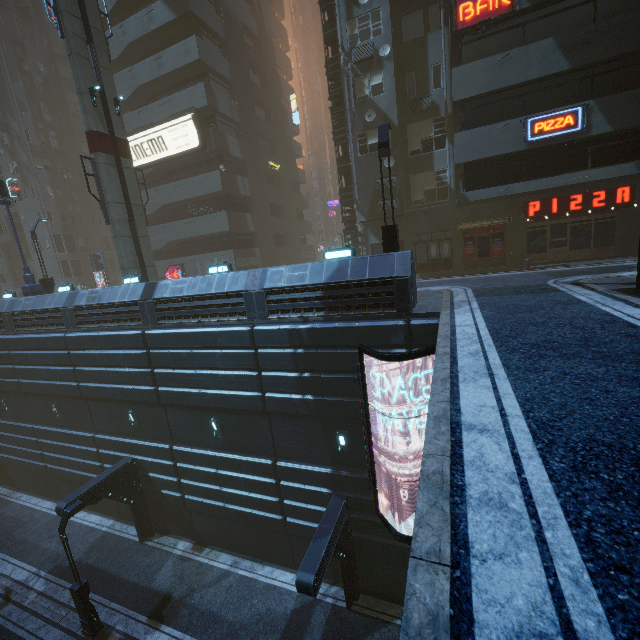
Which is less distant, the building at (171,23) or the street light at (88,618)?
the street light at (88,618)

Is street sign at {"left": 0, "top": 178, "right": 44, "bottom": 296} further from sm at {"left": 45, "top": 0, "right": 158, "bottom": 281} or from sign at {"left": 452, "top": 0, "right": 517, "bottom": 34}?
sign at {"left": 452, "top": 0, "right": 517, "bottom": 34}

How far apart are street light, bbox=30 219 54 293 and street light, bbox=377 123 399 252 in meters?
22.2

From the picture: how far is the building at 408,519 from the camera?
11.69m

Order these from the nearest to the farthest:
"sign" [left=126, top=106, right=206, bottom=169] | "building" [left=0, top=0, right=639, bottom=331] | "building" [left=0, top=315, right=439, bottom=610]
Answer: "building" [left=0, top=315, right=439, bottom=610], "building" [left=0, top=0, right=639, bottom=331], "sign" [left=126, top=106, right=206, bottom=169]

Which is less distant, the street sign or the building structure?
the street sign

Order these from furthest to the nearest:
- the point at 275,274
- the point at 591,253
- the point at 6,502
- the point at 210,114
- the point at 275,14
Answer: the point at 275,14, the point at 210,114, the point at 6,502, the point at 591,253, the point at 275,274

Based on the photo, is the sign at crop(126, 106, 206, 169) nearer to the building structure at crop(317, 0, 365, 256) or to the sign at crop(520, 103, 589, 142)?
the building structure at crop(317, 0, 365, 256)
